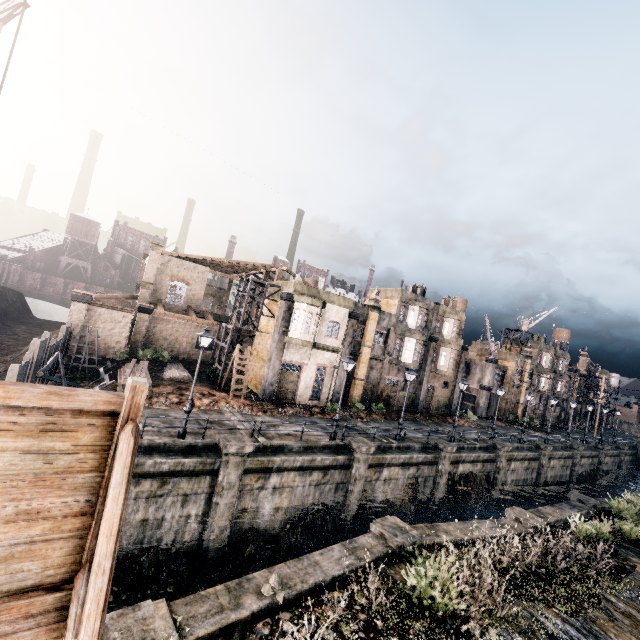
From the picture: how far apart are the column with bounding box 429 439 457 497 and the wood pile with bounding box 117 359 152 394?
21.5m

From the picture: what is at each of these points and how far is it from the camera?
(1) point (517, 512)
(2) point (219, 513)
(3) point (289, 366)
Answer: (1) column, 16.8m
(2) column, 15.9m
(3) building, 29.0m

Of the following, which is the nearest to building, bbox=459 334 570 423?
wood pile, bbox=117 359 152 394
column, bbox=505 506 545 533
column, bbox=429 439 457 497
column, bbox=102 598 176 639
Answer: column, bbox=429 439 457 497

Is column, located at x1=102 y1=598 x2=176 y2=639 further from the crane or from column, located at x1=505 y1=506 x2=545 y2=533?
column, located at x1=505 y1=506 x2=545 y2=533

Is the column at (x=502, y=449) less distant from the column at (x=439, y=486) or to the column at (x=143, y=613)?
the column at (x=439, y=486)

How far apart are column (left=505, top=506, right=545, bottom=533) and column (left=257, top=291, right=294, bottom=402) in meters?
17.8 m

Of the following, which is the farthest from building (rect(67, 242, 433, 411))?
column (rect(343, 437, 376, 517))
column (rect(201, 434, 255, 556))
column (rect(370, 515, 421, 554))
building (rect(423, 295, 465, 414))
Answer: column (rect(370, 515, 421, 554))

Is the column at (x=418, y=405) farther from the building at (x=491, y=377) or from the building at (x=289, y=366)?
the building at (x=491, y=377)
